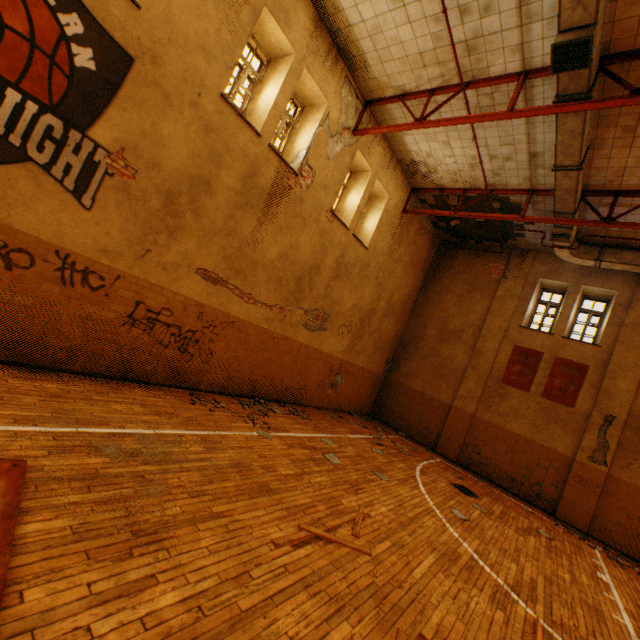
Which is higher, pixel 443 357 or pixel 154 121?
pixel 154 121

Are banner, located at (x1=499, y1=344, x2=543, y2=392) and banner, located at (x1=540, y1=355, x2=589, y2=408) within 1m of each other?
yes

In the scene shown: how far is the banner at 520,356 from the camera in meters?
11.8

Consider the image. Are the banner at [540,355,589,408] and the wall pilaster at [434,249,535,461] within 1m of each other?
no

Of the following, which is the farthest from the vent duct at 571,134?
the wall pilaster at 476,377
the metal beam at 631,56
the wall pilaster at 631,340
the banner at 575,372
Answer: the banner at 575,372

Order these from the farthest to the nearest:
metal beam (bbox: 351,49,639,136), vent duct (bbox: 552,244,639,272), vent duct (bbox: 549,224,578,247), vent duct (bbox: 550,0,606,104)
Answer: vent duct (bbox: 552,244,639,272)
vent duct (bbox: 549,224,578,247)
metal beam (bbox: 351,49,639,136)
vent duct (bbox: 550,0,606,104)

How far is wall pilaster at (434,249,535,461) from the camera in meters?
12.5

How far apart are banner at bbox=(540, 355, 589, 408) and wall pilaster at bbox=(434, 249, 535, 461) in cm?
170
